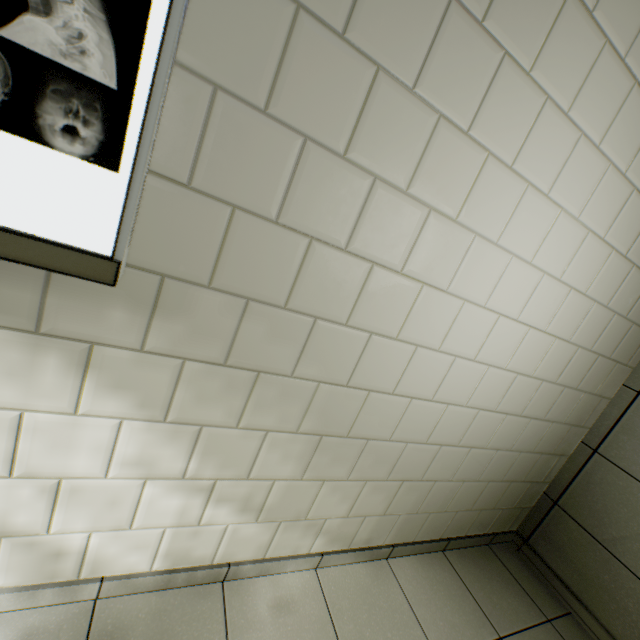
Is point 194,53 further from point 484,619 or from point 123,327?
point 484,619
